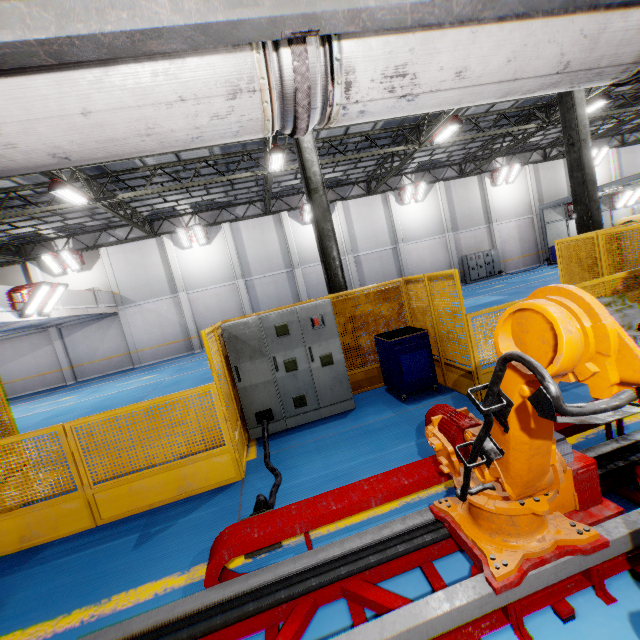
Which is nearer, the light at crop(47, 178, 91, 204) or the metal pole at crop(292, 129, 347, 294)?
the metal pole at crop(292, 129, 347, 294)

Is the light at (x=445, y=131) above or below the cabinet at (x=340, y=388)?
above

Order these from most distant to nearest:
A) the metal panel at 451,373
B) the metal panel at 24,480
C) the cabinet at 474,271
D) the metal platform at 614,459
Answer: the cabinet at 474,271
the metal panel at 451,373
the metal panel at 24,480
the metal platform at 614,459

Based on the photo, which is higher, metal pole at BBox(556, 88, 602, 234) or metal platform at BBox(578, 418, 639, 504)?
metal pole at BBox(556, 88, 602, 234)

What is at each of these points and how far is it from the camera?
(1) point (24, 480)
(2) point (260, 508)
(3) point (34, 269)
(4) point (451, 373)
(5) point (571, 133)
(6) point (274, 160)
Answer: (1) metal panel, 4.20m
(2) plug, 3.06m
(3) cement column, 19.84m
(4) metal panel, 6.03m
(5) metal pole, 8.75m
(6) light, 12.71m

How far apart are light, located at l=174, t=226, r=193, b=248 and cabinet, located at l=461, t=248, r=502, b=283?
19.7 meters

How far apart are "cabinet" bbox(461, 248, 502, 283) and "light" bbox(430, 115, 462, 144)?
Result: 11.5m

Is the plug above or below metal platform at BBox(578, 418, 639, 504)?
above
